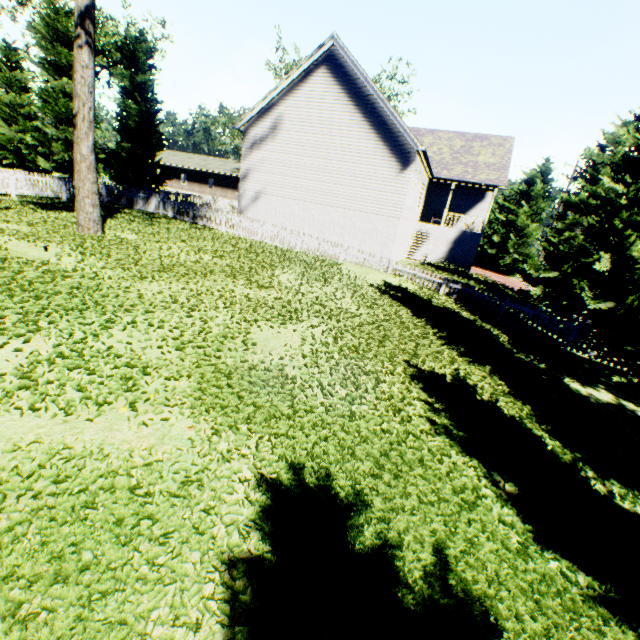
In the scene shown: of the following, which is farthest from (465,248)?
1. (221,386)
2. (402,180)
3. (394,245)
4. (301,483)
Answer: (301,483)

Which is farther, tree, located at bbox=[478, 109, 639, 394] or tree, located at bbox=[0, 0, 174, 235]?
tree, located at bbox=[0, 0, 174, 235]

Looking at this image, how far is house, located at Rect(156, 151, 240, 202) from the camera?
45.6m

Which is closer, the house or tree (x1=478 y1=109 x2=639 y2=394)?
tree (x1=478 y1=109 x2=639 y2=394)

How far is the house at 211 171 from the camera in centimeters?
4562cm

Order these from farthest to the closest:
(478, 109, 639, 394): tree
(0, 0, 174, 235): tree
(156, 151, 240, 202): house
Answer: (156, 151, 240, 202): house, (0, 0, 174, 235): tree, (478, 109, 639, 394): tree

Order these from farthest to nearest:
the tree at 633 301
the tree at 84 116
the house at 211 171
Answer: the house at 211 171, the tree at 84 116, the tree at 633 301
